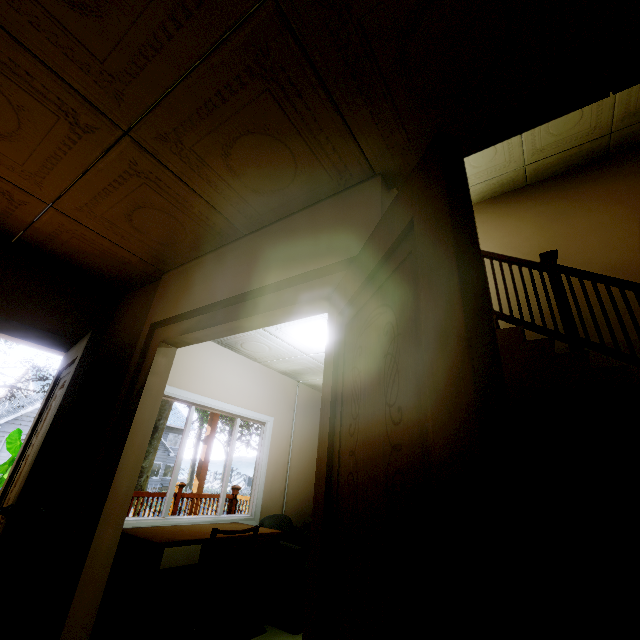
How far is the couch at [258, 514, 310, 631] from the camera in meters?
3.1 m

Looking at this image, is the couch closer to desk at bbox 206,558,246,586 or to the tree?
desk at bbox 206,558,246,586

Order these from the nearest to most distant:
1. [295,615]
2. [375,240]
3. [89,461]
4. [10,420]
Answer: [375,240], [89,461], [295,615], [10,420]

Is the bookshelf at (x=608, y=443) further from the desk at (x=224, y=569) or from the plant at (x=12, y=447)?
the plant at (x=12, y=447)

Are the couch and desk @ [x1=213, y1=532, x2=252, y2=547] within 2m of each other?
yes

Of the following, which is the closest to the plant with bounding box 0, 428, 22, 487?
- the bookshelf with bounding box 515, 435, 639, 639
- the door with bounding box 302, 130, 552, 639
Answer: the door with bounding box 302, 130, 552, 639

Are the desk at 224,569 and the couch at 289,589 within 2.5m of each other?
yes

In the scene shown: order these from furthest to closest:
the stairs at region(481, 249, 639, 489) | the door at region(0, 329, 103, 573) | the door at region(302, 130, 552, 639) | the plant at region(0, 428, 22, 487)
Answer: the plant at region(0, 428, 22, 487), the stairs at region(481, 249, 639, 489), the door at region(0, 329, 103, 573), the door at region(302, 130, 552, 639)
